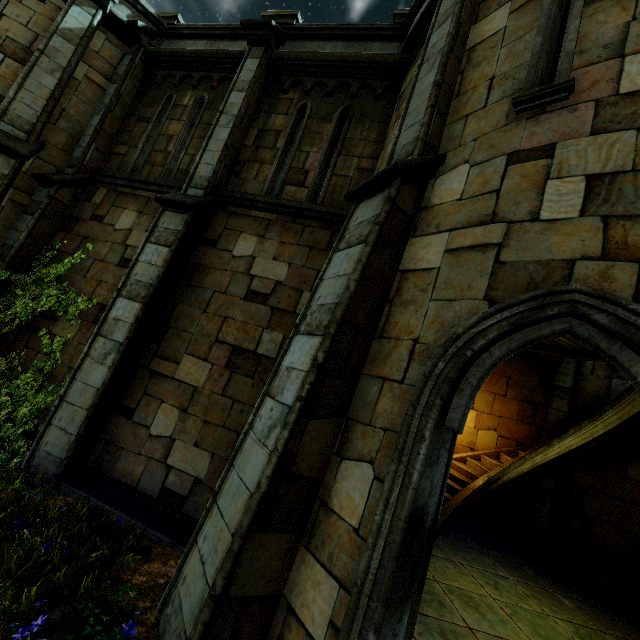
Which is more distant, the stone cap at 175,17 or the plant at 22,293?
the stone cap at 175,17

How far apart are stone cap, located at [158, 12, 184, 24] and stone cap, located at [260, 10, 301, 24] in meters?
2.4

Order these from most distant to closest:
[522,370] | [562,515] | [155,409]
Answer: [522,370] < [562,515] < [155,409]

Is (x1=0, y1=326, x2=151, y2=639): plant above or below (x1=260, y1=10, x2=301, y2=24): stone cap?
below

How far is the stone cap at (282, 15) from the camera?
7.4 meters

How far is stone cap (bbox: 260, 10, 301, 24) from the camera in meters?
7.4 m

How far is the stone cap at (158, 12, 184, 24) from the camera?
8.3 meters

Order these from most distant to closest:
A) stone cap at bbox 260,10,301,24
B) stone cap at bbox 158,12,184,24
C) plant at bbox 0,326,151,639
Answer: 1. stone cap at bbox 158,12,184,24
2. stone cap at bbox 260,10,301,24
3. plant at bbox 0,326,151,639
